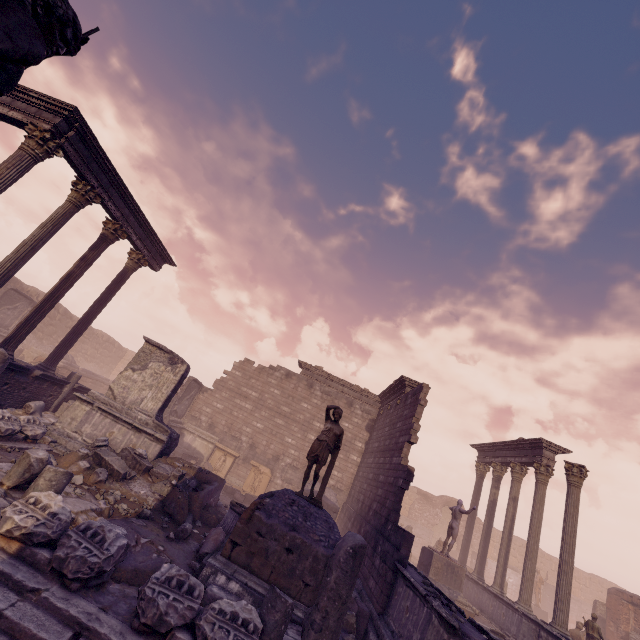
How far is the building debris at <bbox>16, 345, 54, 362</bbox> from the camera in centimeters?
1927cm

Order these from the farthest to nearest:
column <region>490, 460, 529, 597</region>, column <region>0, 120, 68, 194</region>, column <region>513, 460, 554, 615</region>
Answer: column <region>490, 460, 529, 597</region> < column <region>513, 460, 554, 615</region> < column <region>0, 120, 68, 194</region>

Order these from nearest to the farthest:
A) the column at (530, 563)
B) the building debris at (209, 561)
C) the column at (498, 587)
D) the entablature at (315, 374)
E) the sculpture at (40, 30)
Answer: the sculpture at (40, 30) → the building debris at (209, 561) → the column at (530, 563) → the column at (498, 587) → the entablature at (315, 374)

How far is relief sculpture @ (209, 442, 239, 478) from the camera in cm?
1731

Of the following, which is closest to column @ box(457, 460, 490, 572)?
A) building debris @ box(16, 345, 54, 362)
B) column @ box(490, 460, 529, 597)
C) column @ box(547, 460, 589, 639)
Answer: column @ box(490, 460, 529, 597)

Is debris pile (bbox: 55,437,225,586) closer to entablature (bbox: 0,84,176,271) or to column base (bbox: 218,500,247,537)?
column base (bbox: 218,500,247,537)

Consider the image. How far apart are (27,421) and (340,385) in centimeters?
1497cm

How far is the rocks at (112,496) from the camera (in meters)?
7.09
